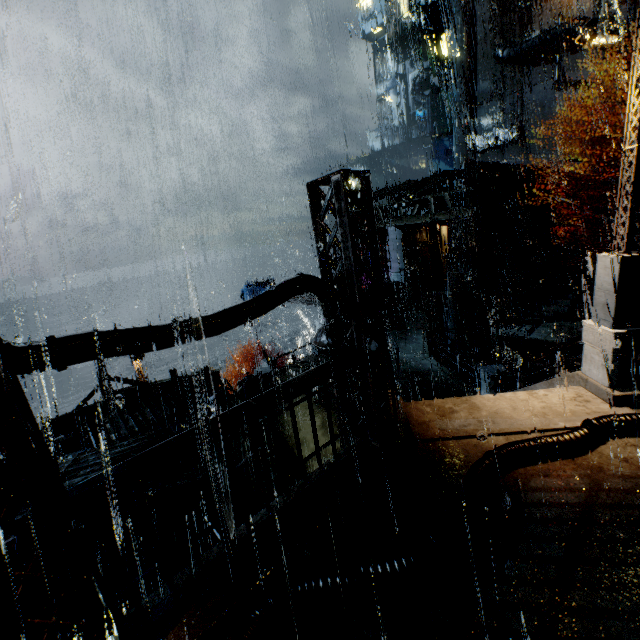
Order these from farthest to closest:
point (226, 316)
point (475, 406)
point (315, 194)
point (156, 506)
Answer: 1. point (156, 506)
2. point (475, 406)
3. point (315, 194)
4. point (226, 316)

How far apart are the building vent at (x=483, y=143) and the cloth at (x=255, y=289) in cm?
2785

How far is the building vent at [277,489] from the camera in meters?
10.9 m

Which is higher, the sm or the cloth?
the sm

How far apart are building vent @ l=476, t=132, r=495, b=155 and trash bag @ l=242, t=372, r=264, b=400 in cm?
3737

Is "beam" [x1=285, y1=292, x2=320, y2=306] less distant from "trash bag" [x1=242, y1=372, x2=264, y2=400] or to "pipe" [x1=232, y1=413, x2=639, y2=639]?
"trash bag" [x1=242, y1=372, x2=264, y2=400]

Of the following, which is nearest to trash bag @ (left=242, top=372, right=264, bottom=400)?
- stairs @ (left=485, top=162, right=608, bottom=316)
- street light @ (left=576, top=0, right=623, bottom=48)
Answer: street light @ (left=576, top=0, right=623, bottom=48)

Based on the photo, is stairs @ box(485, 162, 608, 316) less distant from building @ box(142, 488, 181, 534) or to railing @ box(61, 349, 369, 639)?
building @ box(142, 488, 181, 534)
